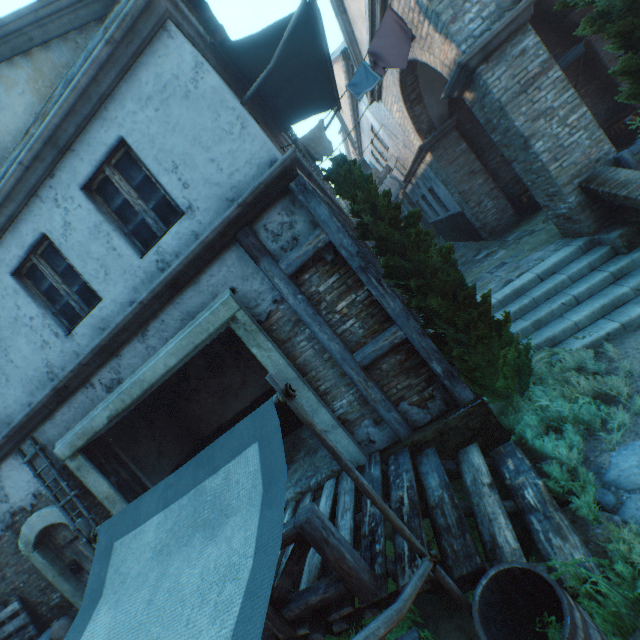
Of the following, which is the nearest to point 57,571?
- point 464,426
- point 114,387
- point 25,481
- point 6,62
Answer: point 25,481

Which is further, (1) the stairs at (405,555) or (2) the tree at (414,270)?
(2) the tree at (414,270)

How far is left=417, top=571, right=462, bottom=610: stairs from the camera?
2.88m

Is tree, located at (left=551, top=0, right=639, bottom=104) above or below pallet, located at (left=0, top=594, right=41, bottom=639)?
above

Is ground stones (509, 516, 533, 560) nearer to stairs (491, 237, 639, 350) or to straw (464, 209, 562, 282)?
stairs (491, 237, 639, 350)

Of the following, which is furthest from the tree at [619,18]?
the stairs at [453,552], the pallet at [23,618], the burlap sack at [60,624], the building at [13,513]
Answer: the pallet at [23,618]

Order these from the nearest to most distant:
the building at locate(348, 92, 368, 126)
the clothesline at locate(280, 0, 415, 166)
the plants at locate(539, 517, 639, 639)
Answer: the plants at locate(539, 517, 639, 639) < the clothesline at locate(280, 0, 415, 166) < the building at locate(348, 92, 368, 126)

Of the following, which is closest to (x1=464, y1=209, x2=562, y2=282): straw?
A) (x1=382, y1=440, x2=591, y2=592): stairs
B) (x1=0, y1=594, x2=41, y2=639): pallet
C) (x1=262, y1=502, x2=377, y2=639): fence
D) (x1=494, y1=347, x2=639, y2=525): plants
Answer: (x1=494, y1=347, x2=639, y2=525): plants
